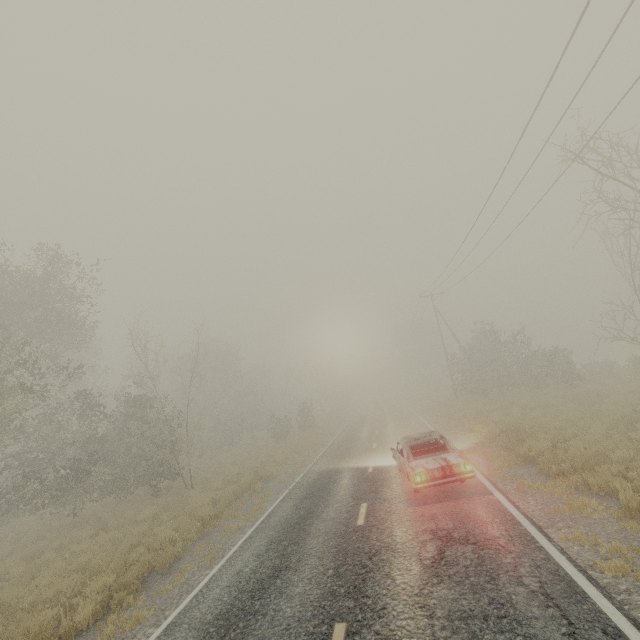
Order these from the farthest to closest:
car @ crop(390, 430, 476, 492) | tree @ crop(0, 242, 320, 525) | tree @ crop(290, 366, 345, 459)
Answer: tree @ crop(290, 366, 345, 459) < tree @ crop(0, 242, 320, 525) < car @ crop(390, 430, 476, 492)

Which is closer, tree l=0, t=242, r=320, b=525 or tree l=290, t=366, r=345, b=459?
tree l=0, t=242, r=320, b=525

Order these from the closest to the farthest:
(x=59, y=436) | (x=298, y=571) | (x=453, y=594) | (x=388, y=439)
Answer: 1. (x=453, y=594)
2. (x=298, y=571)
3. (x=59, y=436)
4. (x=388, y=439)

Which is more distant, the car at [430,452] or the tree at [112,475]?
the tree at [112,475]

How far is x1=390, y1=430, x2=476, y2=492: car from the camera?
8.71m

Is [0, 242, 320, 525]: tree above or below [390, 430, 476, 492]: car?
above

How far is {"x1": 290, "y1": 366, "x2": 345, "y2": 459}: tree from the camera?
23.8m

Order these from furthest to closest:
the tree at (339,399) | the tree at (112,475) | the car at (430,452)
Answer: Result:
the tree at (339,399)
the tree at (112,475)
the car at (430,452)
